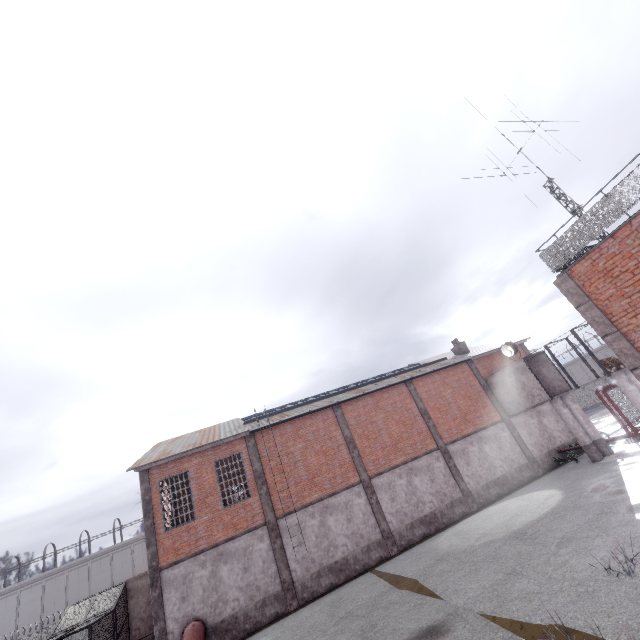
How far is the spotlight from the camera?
22.31m

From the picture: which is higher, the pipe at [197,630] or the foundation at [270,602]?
the pipe at [197,630]

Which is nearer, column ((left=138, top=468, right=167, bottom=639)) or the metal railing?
the metal railing

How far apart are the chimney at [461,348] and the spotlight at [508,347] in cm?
548

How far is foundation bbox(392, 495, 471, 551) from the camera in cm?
1847

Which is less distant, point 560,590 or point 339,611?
point 560,590

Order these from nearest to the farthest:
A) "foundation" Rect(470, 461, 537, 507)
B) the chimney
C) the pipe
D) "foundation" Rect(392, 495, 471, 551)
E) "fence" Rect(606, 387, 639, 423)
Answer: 1. the pipe
2. "foundation" Rect(392, 495, 471, 551)
3. "foundation" Rect(470, 461, 537, 507)
4. "fence" Rect(606, 387, 639, 423)
5. the chimney

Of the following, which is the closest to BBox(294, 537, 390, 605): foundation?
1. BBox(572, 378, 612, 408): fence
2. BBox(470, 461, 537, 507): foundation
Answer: BBox(470, 461, 537, 507): foundation
